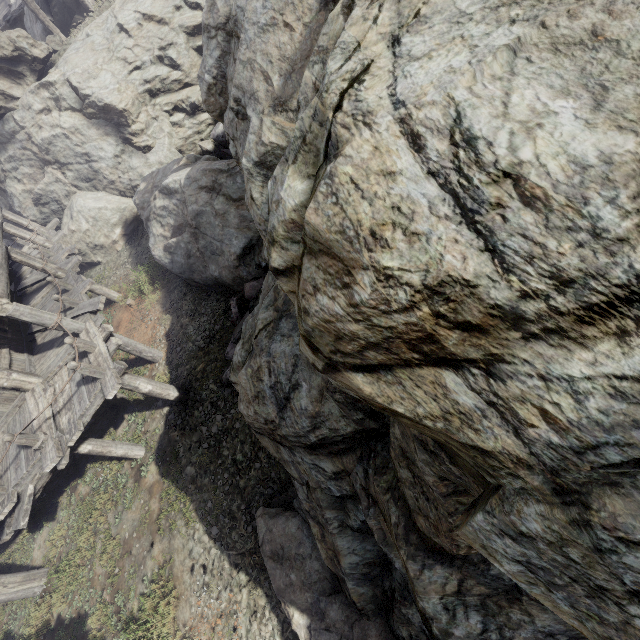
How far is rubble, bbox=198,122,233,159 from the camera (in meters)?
13.55

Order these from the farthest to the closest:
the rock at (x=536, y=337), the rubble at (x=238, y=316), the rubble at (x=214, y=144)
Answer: the rubble at (x=214, y=144) → the rubble at (x=238, y=316) → the rock at (x=536, y=337)

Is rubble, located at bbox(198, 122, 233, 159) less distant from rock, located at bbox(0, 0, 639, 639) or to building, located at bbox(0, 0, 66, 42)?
rock, located at bbox(0, 0, 639, 639)

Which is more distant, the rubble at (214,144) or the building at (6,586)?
the rubble at (214,144)

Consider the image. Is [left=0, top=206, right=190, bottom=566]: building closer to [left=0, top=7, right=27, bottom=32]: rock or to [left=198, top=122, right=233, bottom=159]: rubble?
[left=0, top=7, right=27, bottom=32]: rock

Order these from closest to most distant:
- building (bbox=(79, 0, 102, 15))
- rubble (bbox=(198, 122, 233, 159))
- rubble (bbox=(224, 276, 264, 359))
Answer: rubble (bbox=(224, 276, 264, 359)) → rubble (bbox=(198, 122, 233, 159)) → building (bbox=(79, 0, 102, 15))

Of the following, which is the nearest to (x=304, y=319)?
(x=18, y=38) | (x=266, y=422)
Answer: (x=266, y=422)
